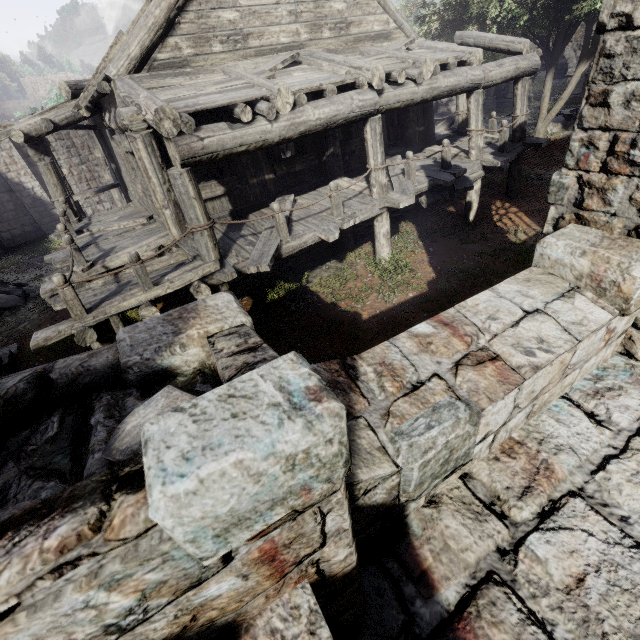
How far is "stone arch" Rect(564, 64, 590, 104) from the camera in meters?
22.3 m

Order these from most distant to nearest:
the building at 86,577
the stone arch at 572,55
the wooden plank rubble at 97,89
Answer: the stone arch at 572,55, the wooden plank rubble at 97,89, the building at 86,577

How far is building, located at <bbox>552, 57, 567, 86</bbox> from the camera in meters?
31.6 m

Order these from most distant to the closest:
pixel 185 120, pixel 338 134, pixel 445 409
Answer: pixel 338 134, pixel 185 120, pixel 445 409

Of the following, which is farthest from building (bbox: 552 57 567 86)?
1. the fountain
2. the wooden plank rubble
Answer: the fountain

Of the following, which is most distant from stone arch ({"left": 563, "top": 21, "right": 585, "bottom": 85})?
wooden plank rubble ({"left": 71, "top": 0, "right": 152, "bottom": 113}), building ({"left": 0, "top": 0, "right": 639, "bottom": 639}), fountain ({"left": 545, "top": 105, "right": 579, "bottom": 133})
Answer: wooden plank rubble ({"left": 71, "top": 0, "right": 152, "bottom": 113})

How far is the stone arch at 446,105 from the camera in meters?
29.3
